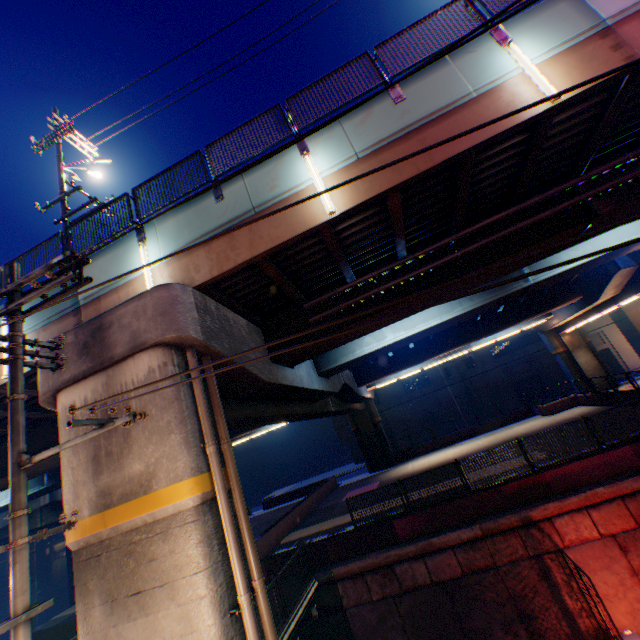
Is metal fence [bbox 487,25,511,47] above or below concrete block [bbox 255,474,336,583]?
above

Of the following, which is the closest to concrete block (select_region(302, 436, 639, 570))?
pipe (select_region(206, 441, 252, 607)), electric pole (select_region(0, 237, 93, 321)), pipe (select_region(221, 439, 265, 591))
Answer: pipe (select_region(221, 439, 265, 591))

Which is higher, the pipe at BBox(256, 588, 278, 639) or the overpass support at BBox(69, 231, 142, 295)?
the overpass support at BBox(69, 231, 142, 295)

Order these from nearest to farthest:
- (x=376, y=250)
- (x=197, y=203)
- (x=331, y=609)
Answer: (x=197, y=203) < (x=376, y=250) < (x=331, y=609)

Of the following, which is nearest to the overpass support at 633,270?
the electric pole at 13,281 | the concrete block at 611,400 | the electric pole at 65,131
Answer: the concrete block at 611,400

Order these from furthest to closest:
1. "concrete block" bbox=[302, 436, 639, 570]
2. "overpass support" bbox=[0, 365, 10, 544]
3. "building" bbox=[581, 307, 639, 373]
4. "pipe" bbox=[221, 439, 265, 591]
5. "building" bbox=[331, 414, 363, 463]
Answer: "building" bbox=[331, 414, 363, 463]
"building" bbox=[581, 307, 639, 373]
"concrete block" bbox=[302, 436, 639, 570]
"overpass support" bbox=[0, 365, 10, 544]
"pipe" bbox=[221, 439, 265, 591]

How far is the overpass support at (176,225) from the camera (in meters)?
7.89

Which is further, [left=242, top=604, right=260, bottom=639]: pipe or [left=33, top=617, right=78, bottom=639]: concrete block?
[left=33, top=617, right=78, bottom=639]: concrete block
